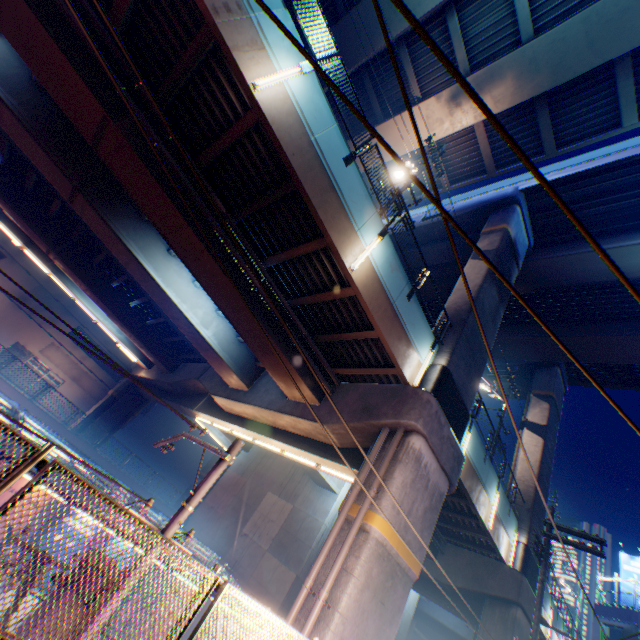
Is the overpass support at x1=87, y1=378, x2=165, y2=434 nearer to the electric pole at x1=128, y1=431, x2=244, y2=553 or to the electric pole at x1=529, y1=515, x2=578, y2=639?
the electric pole at x1=529, y1=515, x2=578, y2=639

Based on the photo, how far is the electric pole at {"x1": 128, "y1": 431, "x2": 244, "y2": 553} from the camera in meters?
5.5

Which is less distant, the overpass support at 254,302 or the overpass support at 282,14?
the overpass support at 282,14

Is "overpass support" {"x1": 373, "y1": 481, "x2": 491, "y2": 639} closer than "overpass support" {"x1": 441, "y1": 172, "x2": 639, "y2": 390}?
Yes

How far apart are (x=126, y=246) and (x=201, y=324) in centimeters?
452cm

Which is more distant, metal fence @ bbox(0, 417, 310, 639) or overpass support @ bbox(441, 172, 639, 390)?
overpass support @ bbox(441, 172, 639, 390)

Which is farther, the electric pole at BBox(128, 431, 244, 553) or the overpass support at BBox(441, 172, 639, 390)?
the overpass support at BBox(441, 172, 639, 390)
